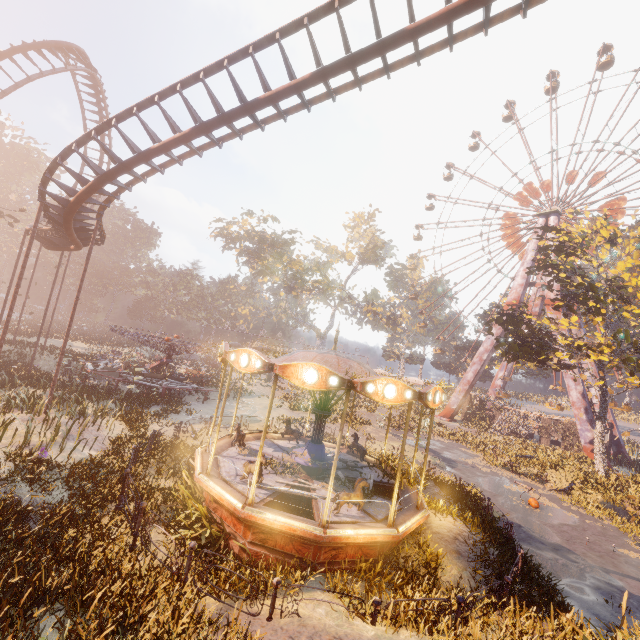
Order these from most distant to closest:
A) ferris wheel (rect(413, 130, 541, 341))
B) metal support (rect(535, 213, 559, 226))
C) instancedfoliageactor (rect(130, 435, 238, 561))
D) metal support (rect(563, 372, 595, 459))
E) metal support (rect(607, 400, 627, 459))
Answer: ferris wheel (rect(413, 130, 541, 341)), metal support (rect(535, 213, 559, 226)), metal support (rect(607, 400, 627, 459)), metal support (rect(563, 372, 595, 459)), instancedfoliageactor (rect(130, 435, 238, 561))

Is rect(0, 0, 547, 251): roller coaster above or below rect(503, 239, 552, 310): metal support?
below

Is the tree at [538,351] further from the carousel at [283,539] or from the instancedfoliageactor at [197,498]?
the instancedfoliageactor at [197,498]

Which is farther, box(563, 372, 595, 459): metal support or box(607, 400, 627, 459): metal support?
box(607, 400, 627, 459): metal support

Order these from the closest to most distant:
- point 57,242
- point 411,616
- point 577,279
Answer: point 411,616 → point 57,242 → point 577,279

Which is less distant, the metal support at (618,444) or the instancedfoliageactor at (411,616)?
the instancedfoliageactor at (411,616)

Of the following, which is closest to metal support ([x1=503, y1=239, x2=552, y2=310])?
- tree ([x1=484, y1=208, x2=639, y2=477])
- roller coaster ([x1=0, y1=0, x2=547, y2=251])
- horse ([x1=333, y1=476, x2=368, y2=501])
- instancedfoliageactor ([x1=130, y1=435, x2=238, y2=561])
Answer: tree ([x1=484, y1=208, x2=639, y2=477])
